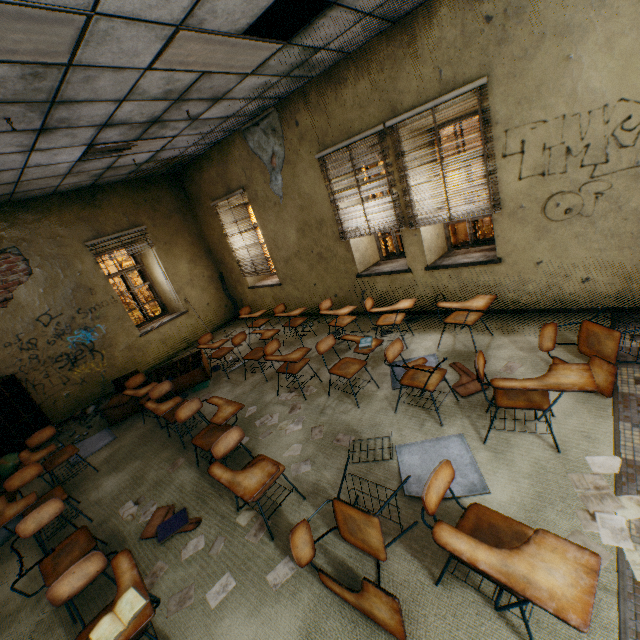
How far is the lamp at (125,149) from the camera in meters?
4.7

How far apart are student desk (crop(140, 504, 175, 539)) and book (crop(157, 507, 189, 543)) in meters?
0.0 m

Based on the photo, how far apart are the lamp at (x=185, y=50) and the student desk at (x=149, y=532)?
4.3m

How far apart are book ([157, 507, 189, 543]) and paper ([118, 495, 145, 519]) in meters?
0.3 m

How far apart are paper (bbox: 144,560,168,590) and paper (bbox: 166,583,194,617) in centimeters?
24cm

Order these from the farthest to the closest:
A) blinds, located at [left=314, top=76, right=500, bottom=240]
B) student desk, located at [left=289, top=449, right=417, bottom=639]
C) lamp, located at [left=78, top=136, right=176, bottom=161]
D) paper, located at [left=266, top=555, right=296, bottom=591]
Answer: lamp, located at [left=78, top=136, right=176, bottom=161] → blinds, located at [left=314, top=76, right=500, bottom=240] → paper, located at [left=266, top=555, right=296, bottom=591] → student desk, located at [left=289, top=449, right=417, bottom=639]

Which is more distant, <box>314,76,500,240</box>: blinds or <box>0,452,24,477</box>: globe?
<box>0,452,24,477</box>: globe

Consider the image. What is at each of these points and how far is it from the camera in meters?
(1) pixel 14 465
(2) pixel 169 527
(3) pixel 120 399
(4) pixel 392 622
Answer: (1) globe, 4.9 m
(2) book, 3.1 m
(3) wooden board, 5.6 m
(4) student desk, 1.8 m
